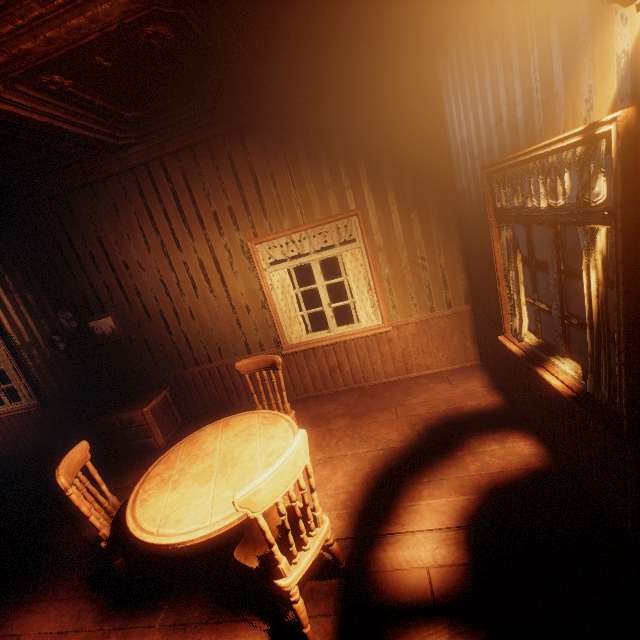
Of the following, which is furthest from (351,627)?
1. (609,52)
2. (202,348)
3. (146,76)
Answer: (146,76)

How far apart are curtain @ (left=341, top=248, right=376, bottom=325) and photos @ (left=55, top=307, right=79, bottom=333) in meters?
3.5 m

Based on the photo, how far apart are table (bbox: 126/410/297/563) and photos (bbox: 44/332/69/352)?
2.66m

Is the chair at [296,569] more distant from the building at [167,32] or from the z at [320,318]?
the z at [320,318]

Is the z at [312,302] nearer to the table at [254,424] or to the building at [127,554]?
the building at [127,554]

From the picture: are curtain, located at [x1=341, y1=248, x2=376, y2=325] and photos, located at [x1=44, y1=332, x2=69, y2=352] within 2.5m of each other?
no

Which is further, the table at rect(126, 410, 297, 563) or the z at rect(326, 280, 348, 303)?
the z at rect(326, 280, 348, 303)

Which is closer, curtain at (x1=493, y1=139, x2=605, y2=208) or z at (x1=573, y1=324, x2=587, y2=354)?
curtain at (x1=493, y1=139, x2=605, y2=208)
